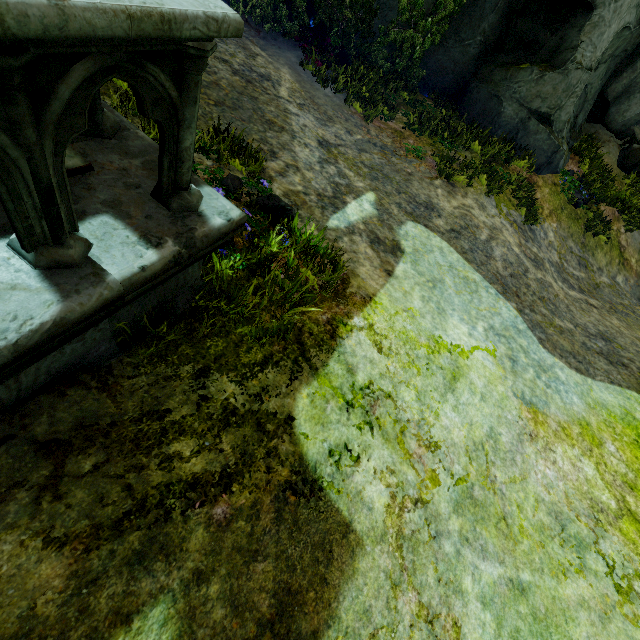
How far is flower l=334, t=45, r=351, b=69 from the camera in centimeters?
809cm

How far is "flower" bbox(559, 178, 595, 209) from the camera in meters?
8.9 m

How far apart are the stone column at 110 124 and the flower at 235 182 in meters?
0.9

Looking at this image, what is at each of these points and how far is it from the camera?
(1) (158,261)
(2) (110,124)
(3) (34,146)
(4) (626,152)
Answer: (1) wall trim, 1.62m
(2) stone column, 1.90m
(3) stone column, 1.05m
(4) rock, 10.22m

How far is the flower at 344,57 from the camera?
8.1m

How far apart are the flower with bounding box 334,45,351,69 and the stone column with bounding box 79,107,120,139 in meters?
7.7 m

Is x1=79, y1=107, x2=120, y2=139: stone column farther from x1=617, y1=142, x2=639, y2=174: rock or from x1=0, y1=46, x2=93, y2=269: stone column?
x1=617, y1=142, x2=639, y2=174: rock

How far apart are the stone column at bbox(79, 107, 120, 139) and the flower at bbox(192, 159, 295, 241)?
0.9m
